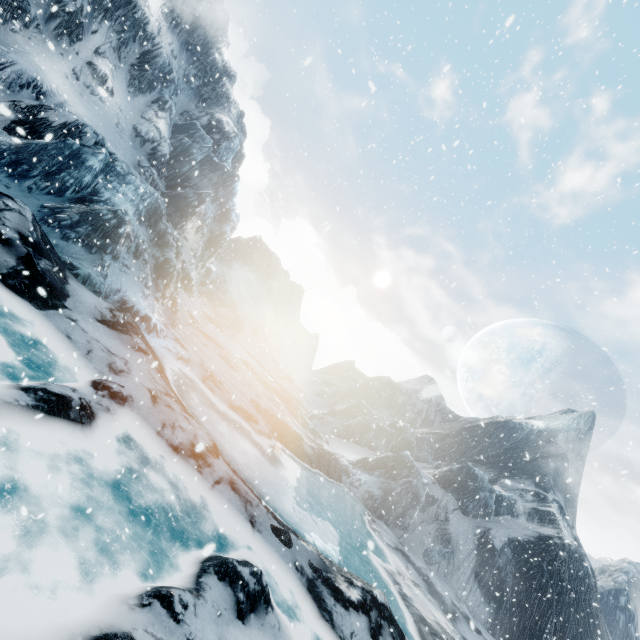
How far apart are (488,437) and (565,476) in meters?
10.1
